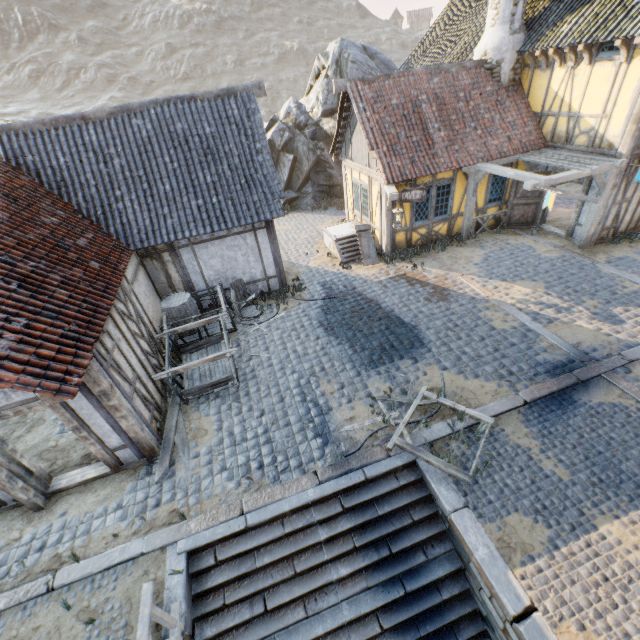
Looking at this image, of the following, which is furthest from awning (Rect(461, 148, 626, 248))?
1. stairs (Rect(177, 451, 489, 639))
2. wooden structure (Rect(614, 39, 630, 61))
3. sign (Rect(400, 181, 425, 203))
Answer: stairs (Rect(177, 451, 489, 639))

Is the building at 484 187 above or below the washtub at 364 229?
above

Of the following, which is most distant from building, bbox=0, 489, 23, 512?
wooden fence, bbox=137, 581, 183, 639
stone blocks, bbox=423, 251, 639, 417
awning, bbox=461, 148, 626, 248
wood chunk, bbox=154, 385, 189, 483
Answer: awning, bbox=461, 148, 626, 248

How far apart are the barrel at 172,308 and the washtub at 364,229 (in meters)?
6.17

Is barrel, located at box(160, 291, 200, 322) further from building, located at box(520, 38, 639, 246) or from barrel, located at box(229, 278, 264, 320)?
building, located at box(520, 38, 639, 246)

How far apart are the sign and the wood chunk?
9.10m

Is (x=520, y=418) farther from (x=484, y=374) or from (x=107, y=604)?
(x=107, y=604)

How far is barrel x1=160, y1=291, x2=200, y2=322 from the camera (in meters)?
9.42
